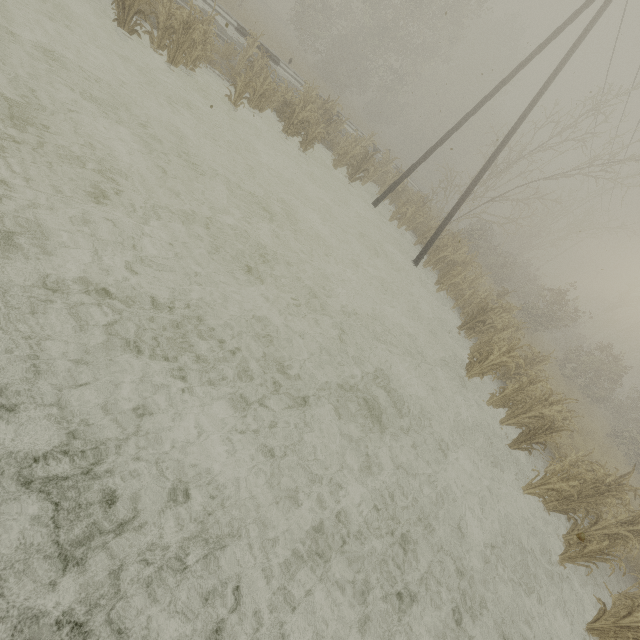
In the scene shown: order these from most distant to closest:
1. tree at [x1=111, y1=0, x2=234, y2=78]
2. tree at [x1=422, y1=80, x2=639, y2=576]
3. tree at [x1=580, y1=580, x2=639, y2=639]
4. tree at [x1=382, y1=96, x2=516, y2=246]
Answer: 1. tree at [x1=382, y1=96, x2=516, y2=246]
2. tree at [x1=111, y1=0, x2=234, y2=78]
3. tree at [x1=422, y1=80, x2=639, y2=576]
4. tree at [x1=580, y1=580, x2=639, y2=639]

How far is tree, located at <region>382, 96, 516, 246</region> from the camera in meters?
16.2

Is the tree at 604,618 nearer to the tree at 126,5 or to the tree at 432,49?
the tree at 432,49

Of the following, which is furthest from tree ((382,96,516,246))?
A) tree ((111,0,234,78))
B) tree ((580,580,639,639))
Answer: tree ((580,580,639,639))

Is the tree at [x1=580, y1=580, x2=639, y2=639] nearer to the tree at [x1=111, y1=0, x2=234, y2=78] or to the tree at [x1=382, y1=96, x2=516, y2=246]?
the tree at [x1=382, y1=96, x2=516, y2=246]

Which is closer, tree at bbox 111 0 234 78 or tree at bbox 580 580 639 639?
tree at bbox 580 580 639 639

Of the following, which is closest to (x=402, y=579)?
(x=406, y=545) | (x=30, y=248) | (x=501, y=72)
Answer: (x=406, y=545)

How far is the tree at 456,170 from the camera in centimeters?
1622cm
